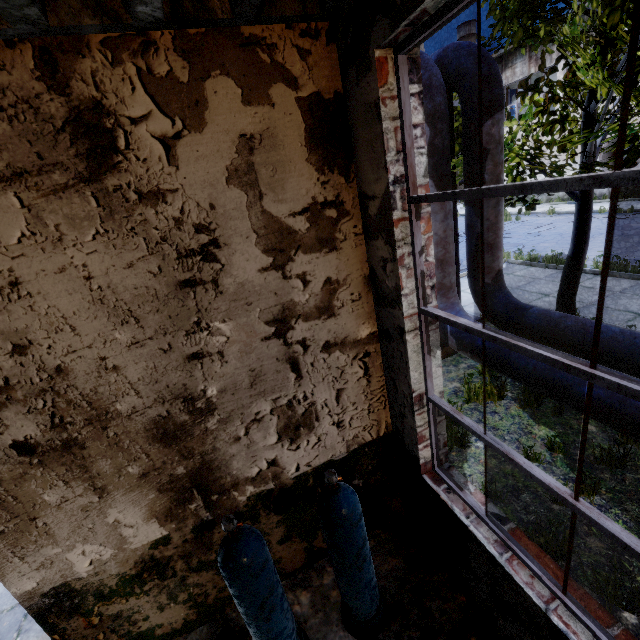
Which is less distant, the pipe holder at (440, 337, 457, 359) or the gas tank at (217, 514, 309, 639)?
the gas tank at (217, 514, 309, 639)

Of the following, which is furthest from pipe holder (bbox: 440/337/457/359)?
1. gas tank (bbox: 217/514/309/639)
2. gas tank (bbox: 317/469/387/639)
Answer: gas tank (bbox: 217/514/309/639)

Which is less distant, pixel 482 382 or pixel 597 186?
pixel 597 186

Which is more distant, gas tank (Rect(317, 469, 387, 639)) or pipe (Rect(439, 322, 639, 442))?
pipe (Rect(439, 322, 639, 442))

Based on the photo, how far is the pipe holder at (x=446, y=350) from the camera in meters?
6.5

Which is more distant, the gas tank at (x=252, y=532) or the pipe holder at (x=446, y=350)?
the pipe holder at (x=446, y=350)

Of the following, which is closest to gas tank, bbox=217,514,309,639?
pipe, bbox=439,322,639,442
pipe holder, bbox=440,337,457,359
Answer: pipe, bbox=439,322,639,442

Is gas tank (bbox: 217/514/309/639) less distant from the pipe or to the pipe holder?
the pipe
